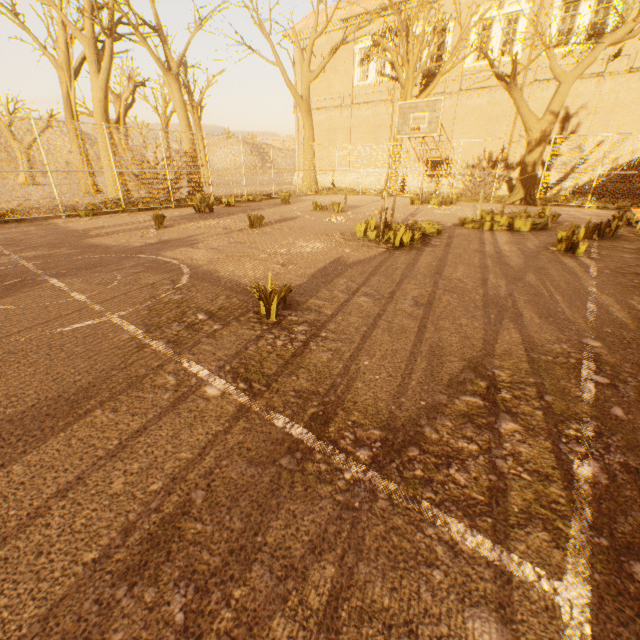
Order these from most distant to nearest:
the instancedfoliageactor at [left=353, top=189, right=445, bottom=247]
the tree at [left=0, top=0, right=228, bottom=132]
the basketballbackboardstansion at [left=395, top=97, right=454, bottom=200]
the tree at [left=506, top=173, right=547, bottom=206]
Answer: the tree at [left=506, top=173, right=547, bottom=206], the tree at [left=0, top=0, right=228, bottom=132], the basketballbackboardstansion at [left=395, top=97, right=454, bottom=200], the instancedfoliageactor at [left=353, top=189, right=445, bottom=247]

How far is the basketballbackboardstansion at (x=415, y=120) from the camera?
11.9m

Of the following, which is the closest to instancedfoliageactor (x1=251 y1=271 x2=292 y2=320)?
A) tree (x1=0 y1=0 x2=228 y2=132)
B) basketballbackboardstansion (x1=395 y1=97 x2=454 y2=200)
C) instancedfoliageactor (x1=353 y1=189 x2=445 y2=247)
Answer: instancedfoliageactor (x1=353 y1=189 x2=445 y2=247)

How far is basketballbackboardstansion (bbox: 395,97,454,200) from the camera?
11.9 meters

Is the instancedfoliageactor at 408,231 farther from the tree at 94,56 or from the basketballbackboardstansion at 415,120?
the tree at 94,56

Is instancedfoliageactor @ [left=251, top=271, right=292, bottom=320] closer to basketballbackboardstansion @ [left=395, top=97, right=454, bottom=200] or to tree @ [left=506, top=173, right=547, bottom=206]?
tree @ [left=506, top=173, right=547, bottom=206]

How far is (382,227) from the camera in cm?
867
